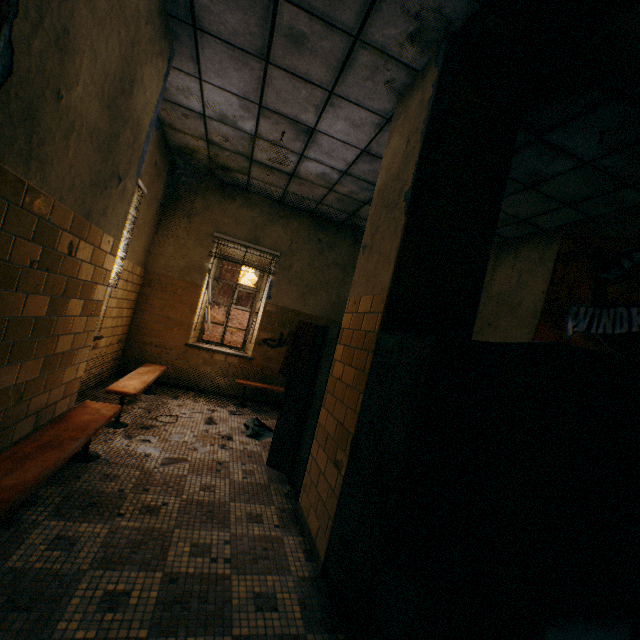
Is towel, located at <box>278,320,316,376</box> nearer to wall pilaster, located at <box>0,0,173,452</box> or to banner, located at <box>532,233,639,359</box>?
wall pilaster, located at <box>0,0,173,452</box>

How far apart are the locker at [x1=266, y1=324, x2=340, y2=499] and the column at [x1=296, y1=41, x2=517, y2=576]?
0.0m

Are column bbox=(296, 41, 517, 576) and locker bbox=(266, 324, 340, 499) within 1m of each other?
yes

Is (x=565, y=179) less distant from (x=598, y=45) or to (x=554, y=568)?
(x=598, y=45)

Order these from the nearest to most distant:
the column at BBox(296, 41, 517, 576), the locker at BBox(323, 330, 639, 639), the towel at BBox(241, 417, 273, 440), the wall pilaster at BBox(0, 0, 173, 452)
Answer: the locker at BBox(323, 330, 639, 639)
the wall pilaster at BBox(0, 0, 173, 452)
the column at BBox(296, 41, 517, 576)
the towel at BBox(241, 417, 273, 440)

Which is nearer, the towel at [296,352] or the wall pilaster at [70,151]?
the wall pilaster at [70,151]

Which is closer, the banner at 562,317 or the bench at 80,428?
the bench at 80,428

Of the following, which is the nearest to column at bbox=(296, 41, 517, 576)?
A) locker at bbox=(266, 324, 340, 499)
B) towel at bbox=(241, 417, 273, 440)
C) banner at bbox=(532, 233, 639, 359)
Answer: locker at bbox=(266, 324, 340, 499)
